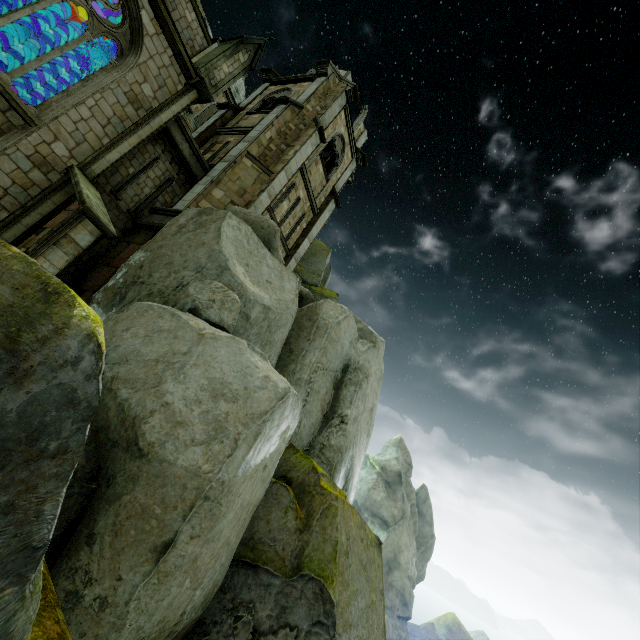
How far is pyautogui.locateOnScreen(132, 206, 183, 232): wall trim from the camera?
11.9m

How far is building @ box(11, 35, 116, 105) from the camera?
13.4 meters

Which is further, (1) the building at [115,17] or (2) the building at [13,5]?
(2) the building at [13,5]

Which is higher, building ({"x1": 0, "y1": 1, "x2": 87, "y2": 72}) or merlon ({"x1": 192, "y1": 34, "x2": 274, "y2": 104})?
merlon ({"x1": 192, "y1": 34, "x2": 274, "y2": 104})

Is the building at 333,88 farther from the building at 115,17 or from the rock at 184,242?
the building at 115,17

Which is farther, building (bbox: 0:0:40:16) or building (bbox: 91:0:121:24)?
building (bbox: 0:0:40:16)

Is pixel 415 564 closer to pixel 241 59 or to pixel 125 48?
pixel 241 59
